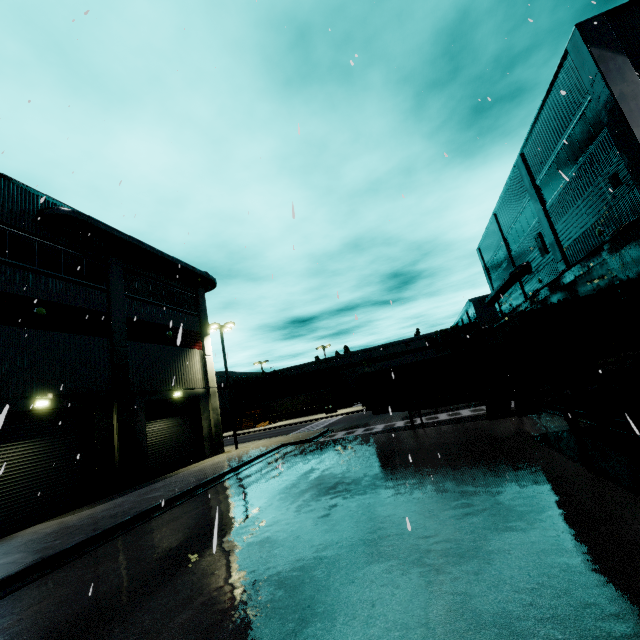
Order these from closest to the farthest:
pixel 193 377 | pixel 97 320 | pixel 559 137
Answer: pixel 559 137 → pixel 97 320 → pixel 193 377

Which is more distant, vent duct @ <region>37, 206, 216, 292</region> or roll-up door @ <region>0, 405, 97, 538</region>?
vent duct @ <region>37, 206, 216, 292</region>

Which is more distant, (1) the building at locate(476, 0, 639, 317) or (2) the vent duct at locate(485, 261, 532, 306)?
(2) the vent duct at locate(485, 261, 532, 306)

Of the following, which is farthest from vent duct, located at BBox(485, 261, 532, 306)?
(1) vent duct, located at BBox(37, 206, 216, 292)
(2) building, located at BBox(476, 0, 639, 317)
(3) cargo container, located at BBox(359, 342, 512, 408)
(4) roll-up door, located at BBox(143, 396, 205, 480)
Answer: (1) vent duct, located at BBox(37, 206, 216, 292)

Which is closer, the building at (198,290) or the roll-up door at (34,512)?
the roll-up door at (34,512)

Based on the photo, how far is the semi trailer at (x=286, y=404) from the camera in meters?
53.8 m

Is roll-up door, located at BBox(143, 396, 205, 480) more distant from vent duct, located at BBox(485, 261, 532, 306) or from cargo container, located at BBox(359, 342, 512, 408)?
vent duct, located at BBox(485, 261, 532, 306)
